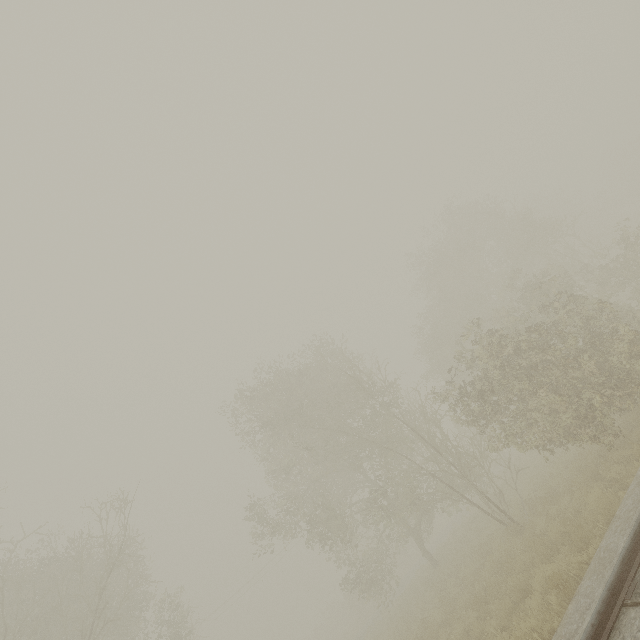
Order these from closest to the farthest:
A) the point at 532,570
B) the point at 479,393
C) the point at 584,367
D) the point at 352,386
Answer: the point at 532,570
the point at 584,367
the point at 479,393
the point at 352,386

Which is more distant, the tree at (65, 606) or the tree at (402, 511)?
the tree at (65, 606)

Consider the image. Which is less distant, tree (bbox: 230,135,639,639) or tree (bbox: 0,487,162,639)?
tree (bbox: 230,135,639,639)
